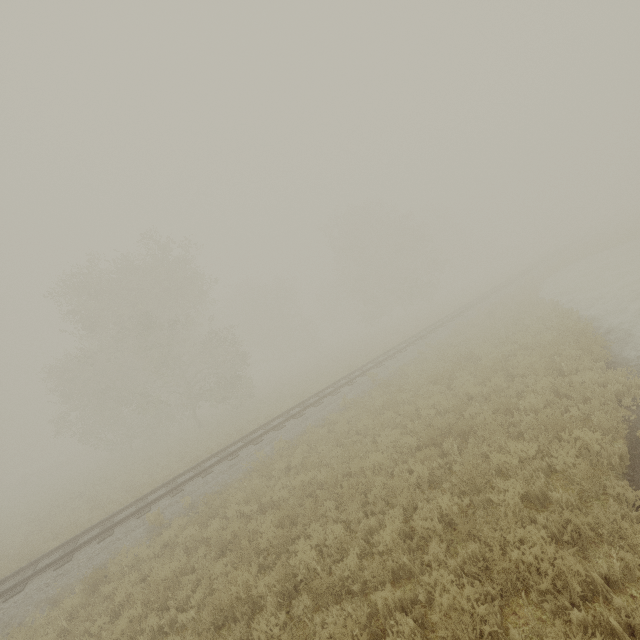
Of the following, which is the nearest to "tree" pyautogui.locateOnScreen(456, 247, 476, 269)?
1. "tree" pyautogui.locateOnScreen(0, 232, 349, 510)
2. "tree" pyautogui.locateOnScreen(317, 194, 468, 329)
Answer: "tree" pyautogui.locateOnScreen(317, 194, 468, 329)

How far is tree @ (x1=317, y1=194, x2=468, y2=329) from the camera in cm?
4125

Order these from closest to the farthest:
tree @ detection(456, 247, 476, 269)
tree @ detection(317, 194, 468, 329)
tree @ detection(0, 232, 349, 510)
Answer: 1. tree @ detection(0, 232, 349, 510)
2. tree @ detection(317, 194, 468, 329)
3. tree @ detection(456, 247, 476, 269)

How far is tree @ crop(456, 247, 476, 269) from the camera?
58.0m

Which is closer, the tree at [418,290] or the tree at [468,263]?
the tree at [418,290]

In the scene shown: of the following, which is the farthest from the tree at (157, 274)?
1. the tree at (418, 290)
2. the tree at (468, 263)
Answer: the tree at (418, 290)

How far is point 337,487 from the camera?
8.9m
